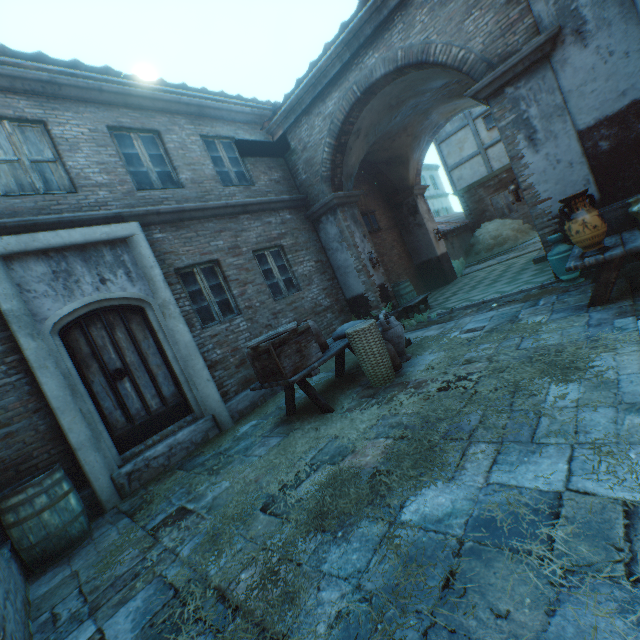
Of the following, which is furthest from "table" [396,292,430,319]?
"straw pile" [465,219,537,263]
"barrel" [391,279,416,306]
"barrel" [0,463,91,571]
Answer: "straw pile" [465,219,537,263]

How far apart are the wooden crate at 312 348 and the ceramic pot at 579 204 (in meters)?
3.49

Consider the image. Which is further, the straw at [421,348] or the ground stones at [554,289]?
the ground stones at [554,289]

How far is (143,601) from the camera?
2.47m

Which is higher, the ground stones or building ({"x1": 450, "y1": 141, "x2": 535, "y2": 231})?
building ({"x1": 450, "y1": 141, "x2": 535, "y2": 231})

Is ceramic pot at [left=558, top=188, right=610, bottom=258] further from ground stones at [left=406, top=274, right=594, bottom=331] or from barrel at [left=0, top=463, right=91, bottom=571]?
barrel at [left=0, top=463, right=91, bottom=571]

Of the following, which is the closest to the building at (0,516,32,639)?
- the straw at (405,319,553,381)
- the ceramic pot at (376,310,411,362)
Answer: the straw at (405,319,553,381)

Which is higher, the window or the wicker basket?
the window
